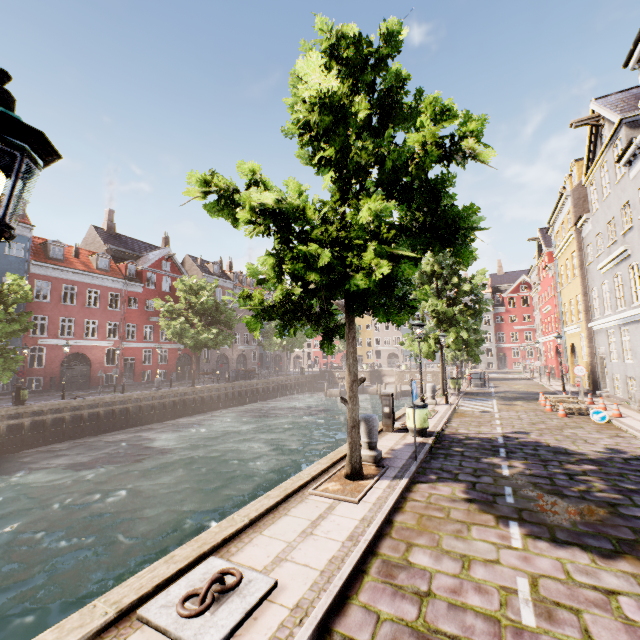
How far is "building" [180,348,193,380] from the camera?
39.8m

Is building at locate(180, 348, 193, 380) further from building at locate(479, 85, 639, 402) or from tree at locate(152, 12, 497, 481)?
building at locate(479, 85, 639, 402)

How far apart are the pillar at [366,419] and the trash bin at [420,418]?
2.4 meters

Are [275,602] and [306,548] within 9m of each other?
yes

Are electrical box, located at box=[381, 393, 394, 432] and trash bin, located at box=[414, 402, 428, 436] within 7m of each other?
yes

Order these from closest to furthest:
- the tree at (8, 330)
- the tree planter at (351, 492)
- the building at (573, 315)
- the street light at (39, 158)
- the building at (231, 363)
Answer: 1. the street light at (39, 158)
2. the tree planter at (351, 492)
3. the building at (573, 315)
4. the tree at (8, 330)
5. the building at (231, 363)

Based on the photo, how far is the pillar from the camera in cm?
776

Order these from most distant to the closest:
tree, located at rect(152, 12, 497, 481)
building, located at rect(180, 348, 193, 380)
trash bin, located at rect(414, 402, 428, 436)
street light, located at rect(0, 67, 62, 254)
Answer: building, located at rect(180, 348, 193, 380) < trash bin, located at rect(414, 402, 428, 436) < tree, located at rect(152, 12, 497, 481) < street light, located at rect(0, 67, 62, 254)
